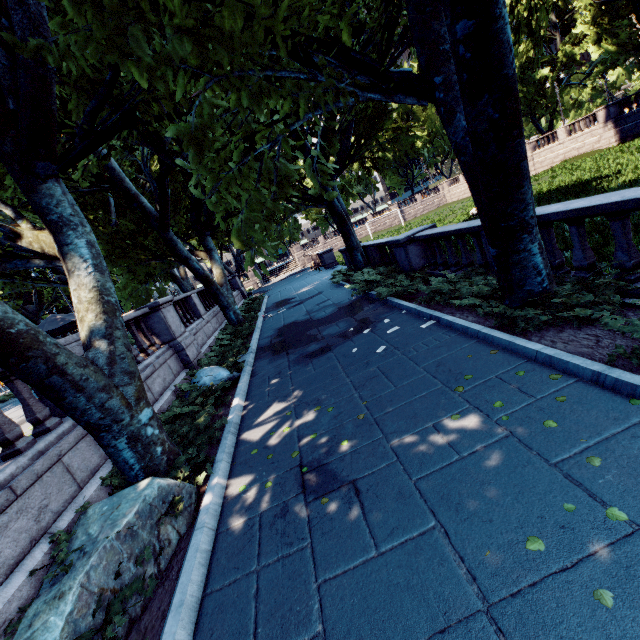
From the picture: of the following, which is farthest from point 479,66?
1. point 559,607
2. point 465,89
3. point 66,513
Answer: point 66,513

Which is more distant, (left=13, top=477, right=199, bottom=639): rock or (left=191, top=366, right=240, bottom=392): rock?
(left=191, top=366, right=240, bottom=392): rock

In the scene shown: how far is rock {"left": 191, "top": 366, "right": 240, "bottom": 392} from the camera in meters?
9.0 m

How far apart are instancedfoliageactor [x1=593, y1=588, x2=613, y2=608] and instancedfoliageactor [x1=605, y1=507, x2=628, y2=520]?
0.6m

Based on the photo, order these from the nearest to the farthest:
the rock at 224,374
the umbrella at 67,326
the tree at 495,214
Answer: the tree at 495,214 < the rock at 224,374 < the umbrella at 67,326

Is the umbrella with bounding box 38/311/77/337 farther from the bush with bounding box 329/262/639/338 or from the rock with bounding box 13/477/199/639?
the bush with bounding box 329/262/639/338

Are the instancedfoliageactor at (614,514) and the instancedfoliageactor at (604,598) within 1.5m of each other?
yes

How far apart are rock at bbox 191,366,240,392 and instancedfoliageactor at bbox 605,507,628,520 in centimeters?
815cm
